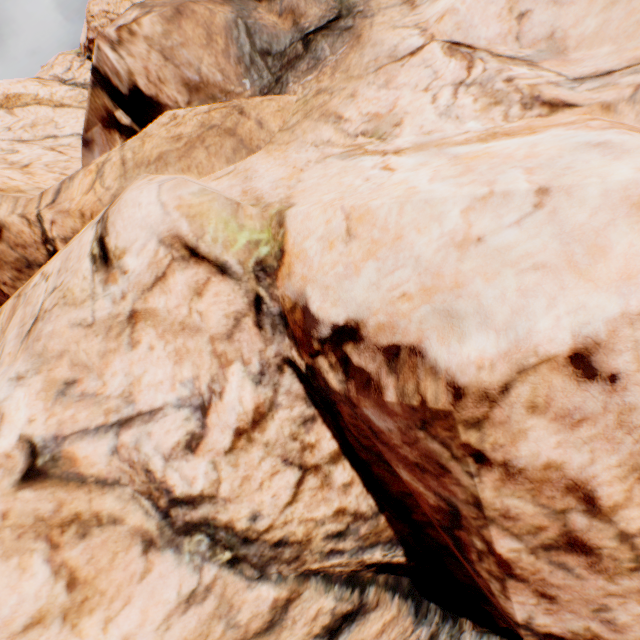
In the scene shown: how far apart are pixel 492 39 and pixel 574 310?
6.09m
